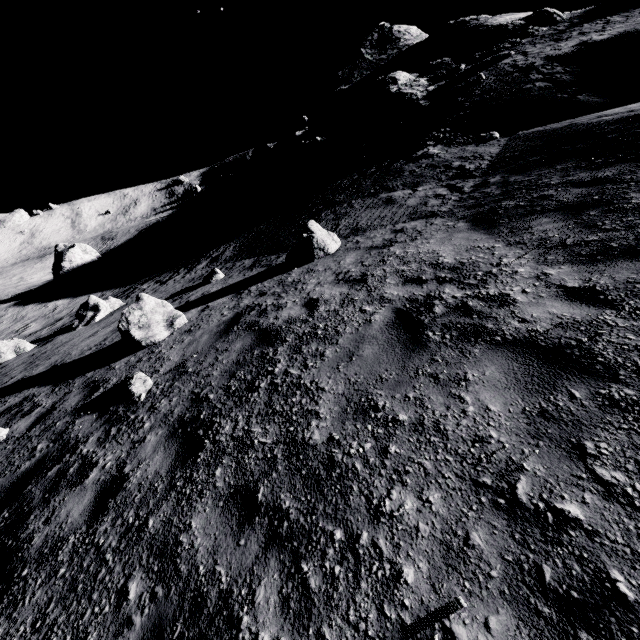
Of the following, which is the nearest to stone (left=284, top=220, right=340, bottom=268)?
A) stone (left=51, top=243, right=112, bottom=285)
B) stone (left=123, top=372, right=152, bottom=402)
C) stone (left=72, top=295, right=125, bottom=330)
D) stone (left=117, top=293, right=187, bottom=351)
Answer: stone (left=117, top=293, right=187, bottom=351)

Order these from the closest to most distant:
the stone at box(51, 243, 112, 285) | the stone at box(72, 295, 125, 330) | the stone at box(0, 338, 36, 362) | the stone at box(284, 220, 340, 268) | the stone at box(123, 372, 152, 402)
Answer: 1. the stone at box(123, 372, 152, 402)
2. the stone at box(284, 220, 340, 268)
3. the stone at box(0, 338, 36, 362)
4. the stone at box(72, 295, 125, 330)
5. the stone at box(51, 243, 112, 285)

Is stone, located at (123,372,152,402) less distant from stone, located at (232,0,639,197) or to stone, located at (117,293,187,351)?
stone, located at (117,293,187,351)

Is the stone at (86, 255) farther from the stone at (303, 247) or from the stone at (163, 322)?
the stone at (303, 247)

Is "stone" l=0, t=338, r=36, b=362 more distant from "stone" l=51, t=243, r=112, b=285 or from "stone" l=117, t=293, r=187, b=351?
"stone" l=51, t=243, r=112, b=285

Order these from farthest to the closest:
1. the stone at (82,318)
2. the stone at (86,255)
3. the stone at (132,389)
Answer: the stone at (86,255)
the stone at (82,318)
the stone at (132,389)

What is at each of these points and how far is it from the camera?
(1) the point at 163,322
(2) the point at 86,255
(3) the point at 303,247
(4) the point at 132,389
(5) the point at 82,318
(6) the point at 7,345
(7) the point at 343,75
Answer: (1) stone, 8.4 meters
(2) stone, 32.0 meters
(3) stone, 9.5 meters
(4) stone, 5.6 meters
(5) stone, 14.8 meters
(6) stone, 13.2 meters
(7) stone, 40.3 meters

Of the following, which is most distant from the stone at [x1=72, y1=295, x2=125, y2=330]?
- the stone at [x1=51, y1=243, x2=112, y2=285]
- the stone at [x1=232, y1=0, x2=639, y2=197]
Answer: the stone at [x1=51, y1=243, x2=112, y2=285]
